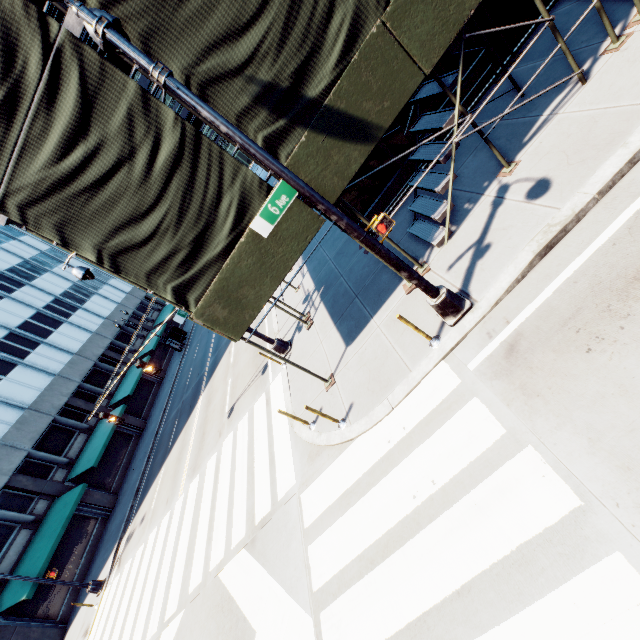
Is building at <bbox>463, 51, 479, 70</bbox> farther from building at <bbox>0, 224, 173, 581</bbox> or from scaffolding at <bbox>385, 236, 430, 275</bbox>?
building at <bbox>0, 224, 173, 581</bbox>

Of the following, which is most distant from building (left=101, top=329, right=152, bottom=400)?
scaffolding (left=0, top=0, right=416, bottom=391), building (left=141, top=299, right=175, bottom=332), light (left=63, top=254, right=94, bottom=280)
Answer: scaffolding (left=0, top=0, right=416, bottom=391)

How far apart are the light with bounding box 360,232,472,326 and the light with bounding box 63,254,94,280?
7.55m

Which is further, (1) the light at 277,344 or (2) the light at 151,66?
(1) the light at 277,344

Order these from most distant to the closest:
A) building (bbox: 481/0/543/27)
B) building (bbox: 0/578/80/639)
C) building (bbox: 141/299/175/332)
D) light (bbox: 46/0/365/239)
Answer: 1. building (bbox: 141/299/175/332)
2. building (bbox: 0/578/80/639)
3. building (bbox: 481/0/543/27)
4. light (bbox: 46/0/365/239)

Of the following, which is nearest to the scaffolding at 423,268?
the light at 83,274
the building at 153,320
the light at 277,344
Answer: the light at 277,344

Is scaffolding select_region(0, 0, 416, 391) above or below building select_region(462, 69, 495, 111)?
above

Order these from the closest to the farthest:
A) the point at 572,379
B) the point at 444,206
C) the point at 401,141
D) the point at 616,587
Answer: the point at 616,587, the point at 572,379, the point at 444,206, the point at 401,141
